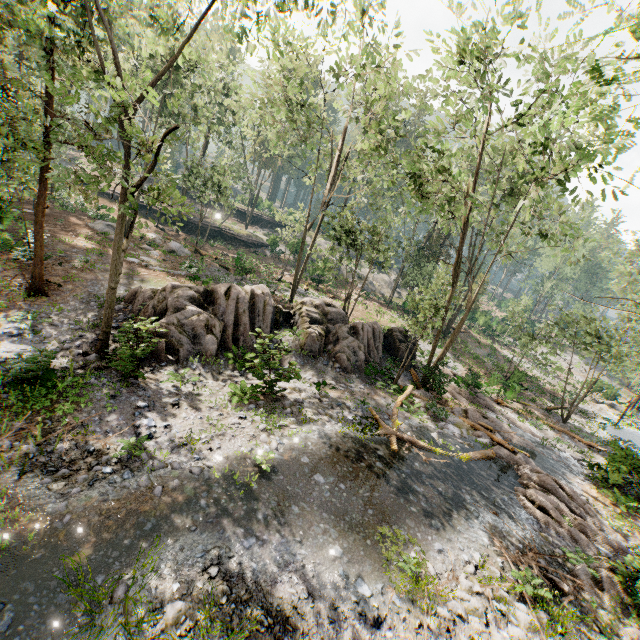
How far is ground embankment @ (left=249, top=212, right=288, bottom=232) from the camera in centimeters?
5088cm

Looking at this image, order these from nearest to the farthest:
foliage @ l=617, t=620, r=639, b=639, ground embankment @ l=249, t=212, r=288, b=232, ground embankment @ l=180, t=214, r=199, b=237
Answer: foliage @ l=617, t=620, r=639, b=639
ground embankment @ l=180, t=214, r=199, b=237
ground embankment @ l=249, t=212, r=288, b=232

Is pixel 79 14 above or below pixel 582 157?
below

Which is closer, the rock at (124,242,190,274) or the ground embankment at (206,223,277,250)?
the rock at (124,242,190,274)

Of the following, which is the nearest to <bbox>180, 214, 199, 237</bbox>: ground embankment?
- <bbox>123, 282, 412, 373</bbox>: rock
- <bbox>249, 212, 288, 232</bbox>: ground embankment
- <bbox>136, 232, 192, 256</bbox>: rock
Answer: <bbox>249, 212, 288, 232</bbox>: ground embankment

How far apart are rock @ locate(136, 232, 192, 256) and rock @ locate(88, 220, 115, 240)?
1.67m

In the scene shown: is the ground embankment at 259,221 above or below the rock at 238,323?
above

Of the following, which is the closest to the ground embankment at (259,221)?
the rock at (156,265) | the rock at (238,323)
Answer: the rock at (156,265)
